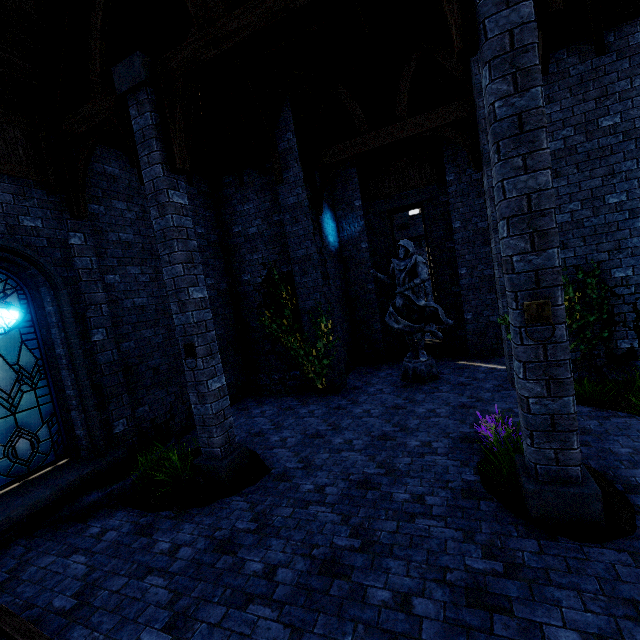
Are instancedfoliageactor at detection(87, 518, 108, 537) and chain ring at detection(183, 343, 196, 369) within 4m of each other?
yes

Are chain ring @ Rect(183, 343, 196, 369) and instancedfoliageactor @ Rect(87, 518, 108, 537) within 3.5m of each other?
yes

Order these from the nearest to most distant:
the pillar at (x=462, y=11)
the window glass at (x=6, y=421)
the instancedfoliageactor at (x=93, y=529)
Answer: the pillar at (x=462, y=11) < the instancedfoliageactor at (x=93, y=529) < the window glass at (x=6, y=421)

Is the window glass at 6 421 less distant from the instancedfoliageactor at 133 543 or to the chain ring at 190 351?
the instancedfoliageactor at 133 543

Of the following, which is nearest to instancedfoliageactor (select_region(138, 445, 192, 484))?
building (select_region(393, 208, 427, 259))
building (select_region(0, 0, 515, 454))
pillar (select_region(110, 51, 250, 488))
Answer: pillar (select_region(110, 51, 250, 488))

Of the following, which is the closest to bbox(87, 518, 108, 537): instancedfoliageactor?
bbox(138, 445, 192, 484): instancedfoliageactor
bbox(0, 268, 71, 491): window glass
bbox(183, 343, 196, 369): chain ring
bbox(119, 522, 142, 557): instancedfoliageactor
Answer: bbox(119, 522, 142, 557): instancedfoliageactor

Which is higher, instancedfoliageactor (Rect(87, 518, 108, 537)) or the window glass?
the window glass

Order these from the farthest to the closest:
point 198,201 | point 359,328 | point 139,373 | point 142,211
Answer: point 359,328 → point 198,201 → point 142,211 → point 139,373
